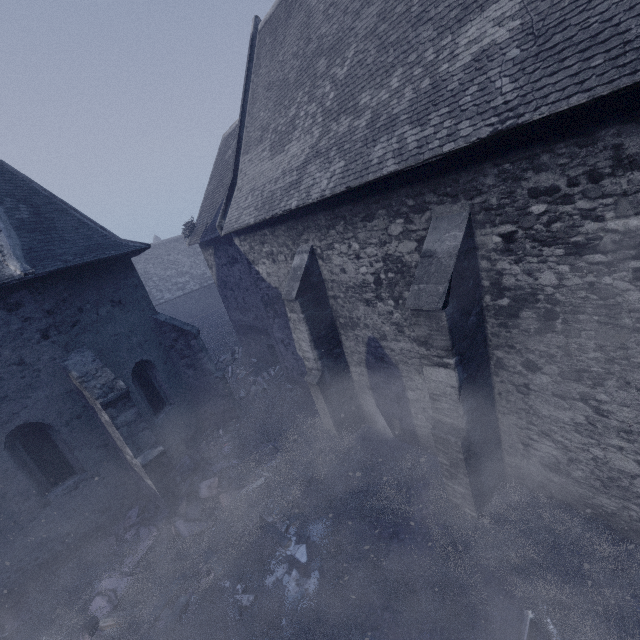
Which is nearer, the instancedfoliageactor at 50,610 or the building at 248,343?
the building at 248,343

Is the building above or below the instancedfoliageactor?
above

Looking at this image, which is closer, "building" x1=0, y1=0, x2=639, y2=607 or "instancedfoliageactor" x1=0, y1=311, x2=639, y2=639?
"building" x1=0, y1=0, x2=639, y2=607

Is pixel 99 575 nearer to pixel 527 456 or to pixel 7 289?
pixel 7 289

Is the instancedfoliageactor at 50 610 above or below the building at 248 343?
below
